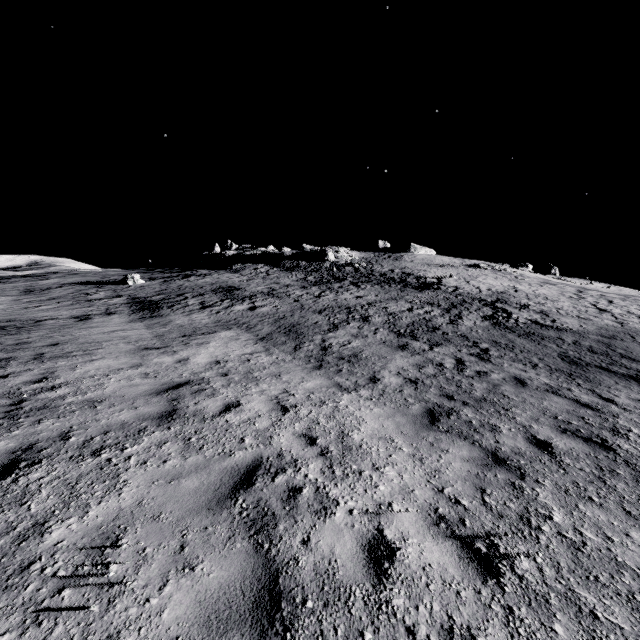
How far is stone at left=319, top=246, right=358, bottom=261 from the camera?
47.1 meters

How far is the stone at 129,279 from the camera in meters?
31.0

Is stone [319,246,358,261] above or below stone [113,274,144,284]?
above

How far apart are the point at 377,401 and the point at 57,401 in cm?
671

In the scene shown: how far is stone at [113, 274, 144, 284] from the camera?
31.0 meters

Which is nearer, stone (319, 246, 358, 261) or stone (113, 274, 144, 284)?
stone (113, 274, 144, 284)

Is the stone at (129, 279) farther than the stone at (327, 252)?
A: No
